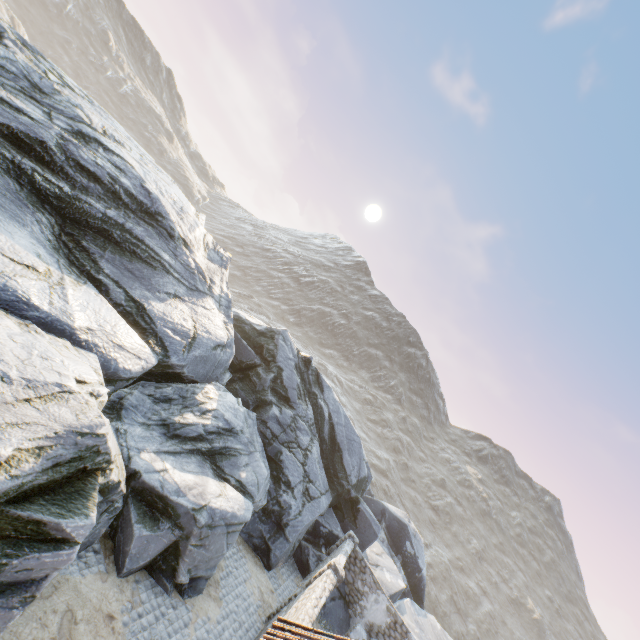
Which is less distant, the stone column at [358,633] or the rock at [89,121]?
the rock at [89,121]

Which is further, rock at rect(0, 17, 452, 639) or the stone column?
the stone column

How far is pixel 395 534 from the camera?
25.3 meters

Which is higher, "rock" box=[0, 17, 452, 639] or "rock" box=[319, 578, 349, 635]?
"rock" box=[0, 17, 452, 639]

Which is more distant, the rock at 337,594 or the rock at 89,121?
the rock at 337,594

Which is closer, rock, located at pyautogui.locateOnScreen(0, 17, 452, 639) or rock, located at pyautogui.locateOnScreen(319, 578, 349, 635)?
rock, located at pyautogui.locateOnScreen(0, 17, 452, 639)
